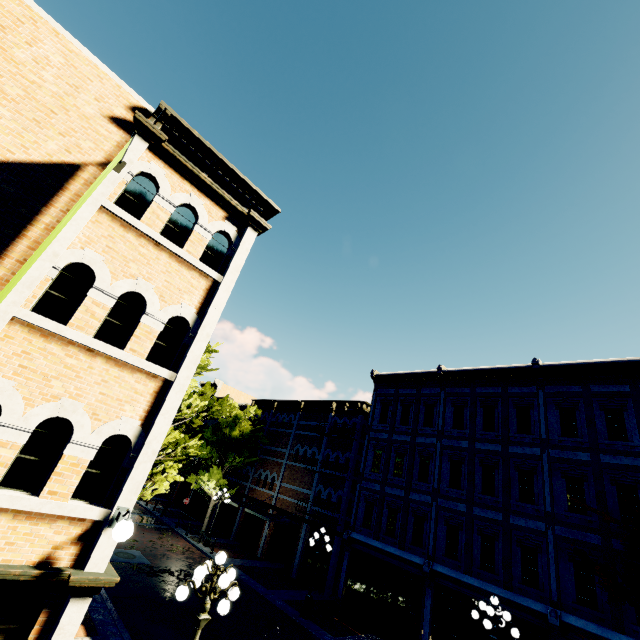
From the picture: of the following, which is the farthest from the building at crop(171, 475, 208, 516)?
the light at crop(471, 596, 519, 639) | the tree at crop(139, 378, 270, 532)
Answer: the light at crop(471, 596, 519, 639)

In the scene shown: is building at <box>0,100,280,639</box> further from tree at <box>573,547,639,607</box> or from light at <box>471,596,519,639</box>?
light at <box>471,596,519,639</box>

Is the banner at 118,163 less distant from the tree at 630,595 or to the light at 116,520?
the light at 116,520

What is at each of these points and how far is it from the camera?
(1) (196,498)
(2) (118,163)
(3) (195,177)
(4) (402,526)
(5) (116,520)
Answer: (1) building, 32.94m
(2) banner, 6.40m
(3) building, 7.68m
(4) building, 17.06m
(5) light, 5.37m

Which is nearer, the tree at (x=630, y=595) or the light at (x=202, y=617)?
the light at (x=202, y=617)

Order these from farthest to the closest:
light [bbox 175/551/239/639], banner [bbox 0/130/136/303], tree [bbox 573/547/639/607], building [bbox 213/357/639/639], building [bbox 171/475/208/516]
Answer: building [bbox 171/475/208/516]
building [bbox 213/357/639/639]
tree [bbox 573/547/639/607]
light [bbox 175/551/239/639]
banner [bbox 0/130/136/303]

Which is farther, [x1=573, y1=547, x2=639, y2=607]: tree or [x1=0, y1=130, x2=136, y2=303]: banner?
[x1=573, y1=547, x2=639, y2=607]: tree

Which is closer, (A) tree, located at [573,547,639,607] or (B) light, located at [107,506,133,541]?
(B) light, located at [107,506,133,541]
